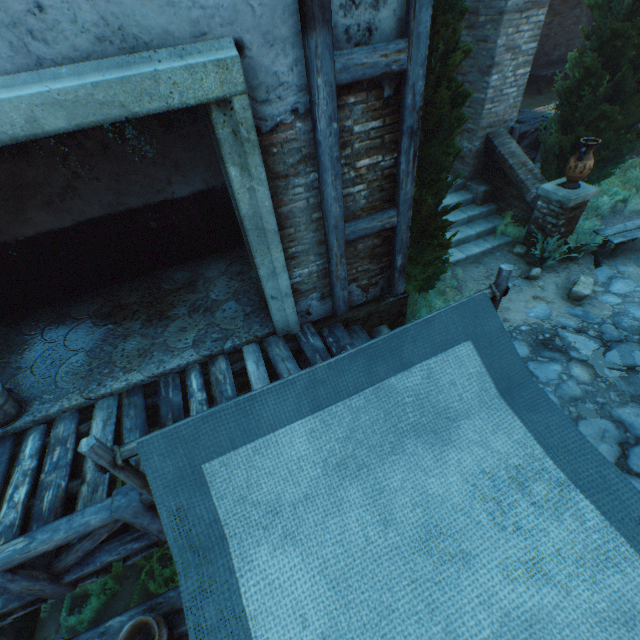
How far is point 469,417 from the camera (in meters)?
1.81

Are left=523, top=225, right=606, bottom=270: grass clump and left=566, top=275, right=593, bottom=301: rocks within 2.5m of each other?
yes

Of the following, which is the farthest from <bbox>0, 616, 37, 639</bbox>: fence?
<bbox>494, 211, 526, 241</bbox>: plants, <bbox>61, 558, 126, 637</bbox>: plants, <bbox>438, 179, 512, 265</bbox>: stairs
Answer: <bbox>494, 211, 526, 241</bbox>: plants

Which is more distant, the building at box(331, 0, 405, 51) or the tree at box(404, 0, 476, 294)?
the tree at box(404, 0, 476, 294)

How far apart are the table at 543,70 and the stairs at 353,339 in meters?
12.0 m

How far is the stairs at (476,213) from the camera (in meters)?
7.05

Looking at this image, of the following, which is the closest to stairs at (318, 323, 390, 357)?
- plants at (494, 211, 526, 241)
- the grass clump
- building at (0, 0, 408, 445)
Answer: building at (0, 0, 408, 445)

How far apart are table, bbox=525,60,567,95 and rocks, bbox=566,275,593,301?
9.7 meters
